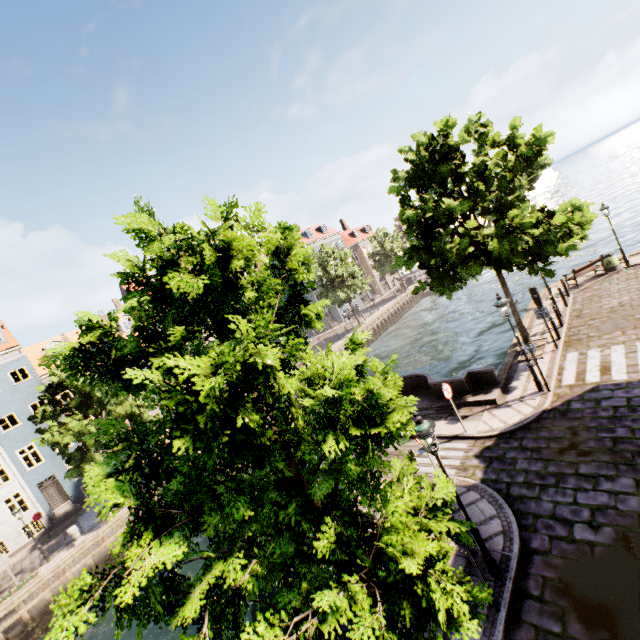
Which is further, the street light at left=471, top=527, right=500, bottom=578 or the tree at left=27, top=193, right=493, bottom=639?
the street light at left=471, top=527, right=500, bottom=578

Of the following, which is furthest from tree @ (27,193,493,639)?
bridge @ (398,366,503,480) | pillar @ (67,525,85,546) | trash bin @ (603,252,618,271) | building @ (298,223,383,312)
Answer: trash bin @ (603,252,618,271)

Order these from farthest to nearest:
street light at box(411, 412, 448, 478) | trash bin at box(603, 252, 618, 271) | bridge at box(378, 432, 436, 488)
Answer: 1. trash bin at box(603, 252, 618, 271)
2. bridge at box(378, 432, 436, 488)
3. street light at box(411, 412, 448, 478)

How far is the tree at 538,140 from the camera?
→ 11.4m

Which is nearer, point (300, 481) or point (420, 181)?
point (300, 481)

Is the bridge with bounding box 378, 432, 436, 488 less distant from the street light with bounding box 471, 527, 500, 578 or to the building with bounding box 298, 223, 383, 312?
the street light with bounding box 471, 527, 500, 578

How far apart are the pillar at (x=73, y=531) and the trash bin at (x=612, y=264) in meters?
34.4 m
